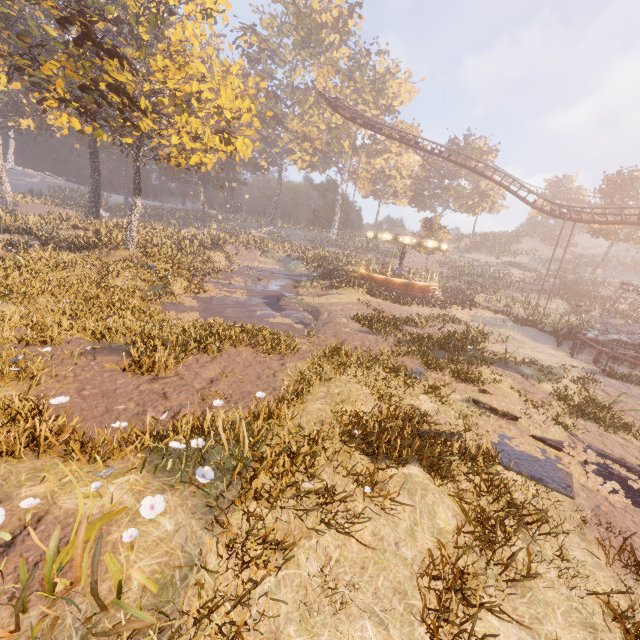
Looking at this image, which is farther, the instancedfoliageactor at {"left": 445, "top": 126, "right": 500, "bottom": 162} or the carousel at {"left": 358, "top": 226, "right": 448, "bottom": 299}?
the instancedfoliageactor at {"left": 445, "top": 126, "right": 500, "bottom": 162}

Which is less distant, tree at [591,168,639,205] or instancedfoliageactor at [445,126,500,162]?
tree at [591,168,639,205]

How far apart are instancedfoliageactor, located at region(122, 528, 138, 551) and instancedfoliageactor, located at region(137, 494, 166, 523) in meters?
0.2 m

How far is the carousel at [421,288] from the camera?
27.86m

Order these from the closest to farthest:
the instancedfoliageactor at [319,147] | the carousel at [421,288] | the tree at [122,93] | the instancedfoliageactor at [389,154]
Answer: the tree at [122,93]
the carousel at [421,288]
the instancedfoliageactor at [319,147]
the instancedfoliageactor at [389,154]

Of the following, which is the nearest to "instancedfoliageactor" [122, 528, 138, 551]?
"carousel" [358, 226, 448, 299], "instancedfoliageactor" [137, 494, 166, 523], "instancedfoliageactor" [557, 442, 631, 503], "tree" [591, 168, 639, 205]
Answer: "instancedfoliageactor" [137, 494, 166, 523]

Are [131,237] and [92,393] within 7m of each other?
no

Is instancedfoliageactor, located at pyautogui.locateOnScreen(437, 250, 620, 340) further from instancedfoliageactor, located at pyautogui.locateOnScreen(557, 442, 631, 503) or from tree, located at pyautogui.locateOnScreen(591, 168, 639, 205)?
instancedfoliageactor, located at pyautogui.locateOnScreen(557, 442, 631, 503)
